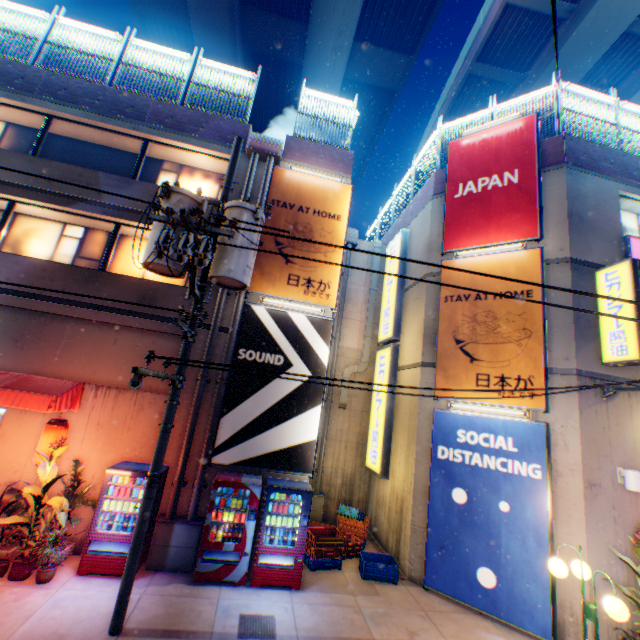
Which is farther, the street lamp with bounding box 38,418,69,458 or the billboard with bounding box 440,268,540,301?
the billboard with bounding box 440,268,540,301

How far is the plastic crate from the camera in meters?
8.2 m

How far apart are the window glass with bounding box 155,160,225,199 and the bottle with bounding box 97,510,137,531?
8.8 meters

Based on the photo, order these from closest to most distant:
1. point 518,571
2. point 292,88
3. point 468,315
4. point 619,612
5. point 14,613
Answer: point 619,612 → point 14,613 → point 518,571 → point 468,315 → point 292,88

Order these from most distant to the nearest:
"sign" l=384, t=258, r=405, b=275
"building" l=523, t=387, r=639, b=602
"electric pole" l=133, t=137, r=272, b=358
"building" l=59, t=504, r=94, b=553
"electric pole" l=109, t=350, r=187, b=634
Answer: "sign" l=384, t=258, r=405, b=275
"building" l=59, t=504, r=94, b=553
"building" l=523, t=387, r=639, b=602
"electric pole" l=133, t=137, r=272, b=358
"electric pole" l=109, t=350, r=187, b=634

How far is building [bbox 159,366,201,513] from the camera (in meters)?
7.96

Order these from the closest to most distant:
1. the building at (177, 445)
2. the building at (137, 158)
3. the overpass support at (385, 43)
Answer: the building at (177, 445), the building at (137, 158), the overpass support at (385, 43)

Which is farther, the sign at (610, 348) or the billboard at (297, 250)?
the billboard at (297, 250)
